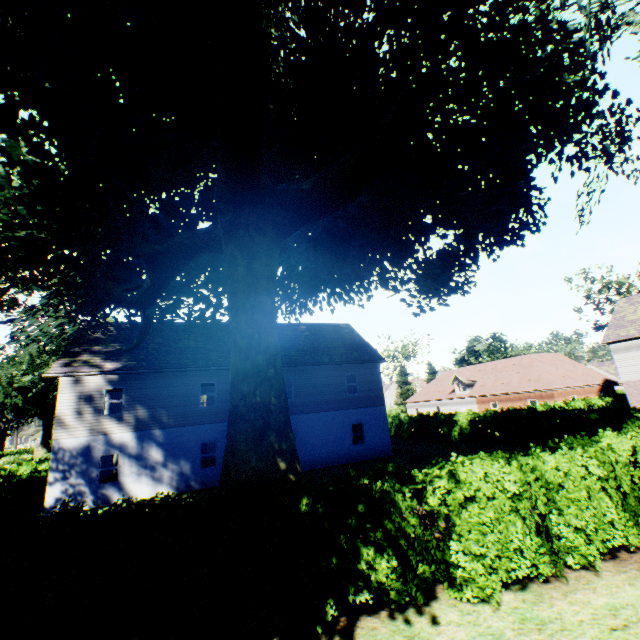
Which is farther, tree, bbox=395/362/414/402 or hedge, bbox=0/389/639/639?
tree, bbox=395/362/414/402

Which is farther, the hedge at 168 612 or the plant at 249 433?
the plant at 249 433

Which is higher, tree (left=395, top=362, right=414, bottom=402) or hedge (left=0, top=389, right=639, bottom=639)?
tree (left=395, top=362, right=414, bottom=402)

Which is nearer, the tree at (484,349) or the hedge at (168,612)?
the hedge at (168,612)

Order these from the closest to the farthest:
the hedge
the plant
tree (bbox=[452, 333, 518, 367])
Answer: the hedge
the plant
tree (bbox=[452, 333, 518, 367])

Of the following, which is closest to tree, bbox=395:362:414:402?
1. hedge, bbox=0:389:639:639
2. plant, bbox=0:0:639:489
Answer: hedge, bbox=0:389:639:639

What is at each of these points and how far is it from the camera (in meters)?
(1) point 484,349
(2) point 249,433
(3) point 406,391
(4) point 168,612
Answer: (1) tree, 56.06
(2) plant, 8.91
(3) tree, 57.59
(4) hedge, 5.45
